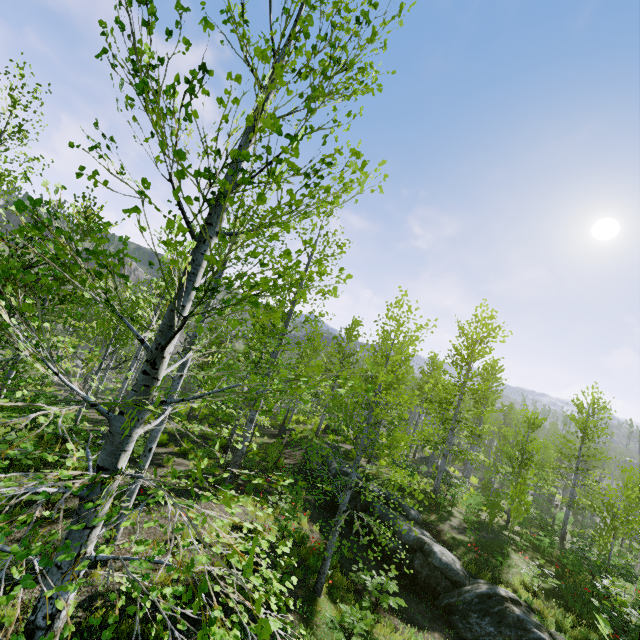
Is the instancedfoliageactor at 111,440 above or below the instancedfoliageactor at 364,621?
above

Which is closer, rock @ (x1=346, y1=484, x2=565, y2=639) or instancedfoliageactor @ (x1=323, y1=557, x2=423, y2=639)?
instancedfoliageactor @ (x1=323, y1=557, x2=423, y2=639)

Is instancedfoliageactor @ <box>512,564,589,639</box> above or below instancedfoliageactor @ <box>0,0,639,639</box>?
below

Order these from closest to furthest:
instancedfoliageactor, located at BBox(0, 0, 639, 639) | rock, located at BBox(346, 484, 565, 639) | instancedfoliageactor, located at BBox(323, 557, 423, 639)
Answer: instancedfoliageactor, located at BBox(0, 0, 639, 639) < instancedfoliageactor, located at BBox(323, 557, 423, 639) < rock, located at BBox(346, 484, 565, 639)

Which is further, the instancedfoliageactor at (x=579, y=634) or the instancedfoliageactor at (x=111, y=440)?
the instancedfoliageactor at (x=579, y=634)

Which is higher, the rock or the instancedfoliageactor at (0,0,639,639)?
the instancedfoliageactor at (0,0,639,639)

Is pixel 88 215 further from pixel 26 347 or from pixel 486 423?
pixel 486 423
